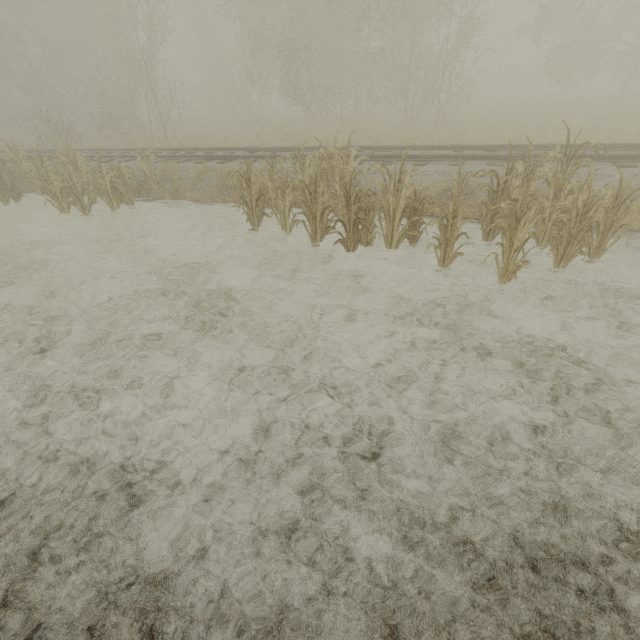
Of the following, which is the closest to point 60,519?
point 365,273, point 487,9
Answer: point 365,273
